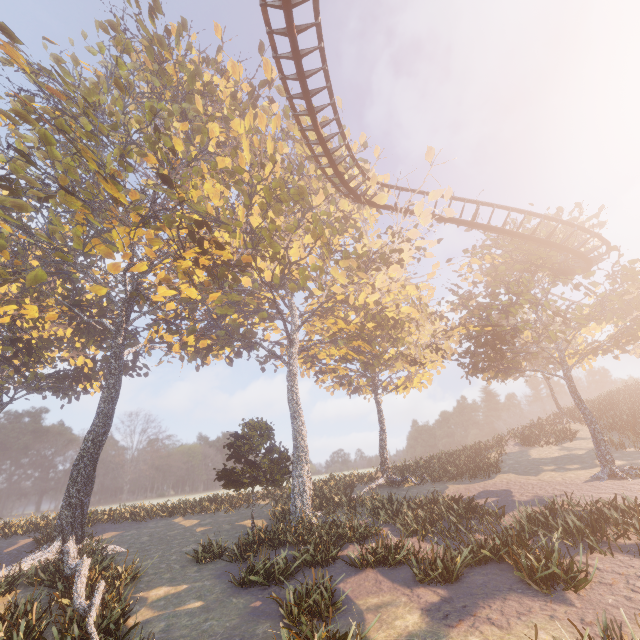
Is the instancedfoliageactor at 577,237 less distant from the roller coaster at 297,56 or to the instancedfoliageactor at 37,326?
the instancedfoliageactor at 37,326

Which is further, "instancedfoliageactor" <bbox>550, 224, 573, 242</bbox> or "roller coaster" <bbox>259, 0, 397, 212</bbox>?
"instancedfoliageactor" <bbox>550, 224, 573, 242</bbox>

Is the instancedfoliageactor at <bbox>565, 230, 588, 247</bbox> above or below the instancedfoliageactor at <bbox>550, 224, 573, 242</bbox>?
above

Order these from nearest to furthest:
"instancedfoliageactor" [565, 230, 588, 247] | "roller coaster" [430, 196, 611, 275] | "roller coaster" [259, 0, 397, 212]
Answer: "roller coaster" [259, 0, 397, 212] → "roller coaster" [430, 196, 611, 275] → "instancedfoliageactor" [565, 230, 588, 247]

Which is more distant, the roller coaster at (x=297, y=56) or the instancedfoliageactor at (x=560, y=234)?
the instancedfoliageactor at (x=560, y=234)

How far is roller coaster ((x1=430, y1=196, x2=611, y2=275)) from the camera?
19.6m

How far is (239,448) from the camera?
21.11m

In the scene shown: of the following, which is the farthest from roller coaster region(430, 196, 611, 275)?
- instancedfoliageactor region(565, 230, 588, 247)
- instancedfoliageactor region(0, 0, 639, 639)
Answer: instancedfoliageactor region(565, 230, 588, 247)
